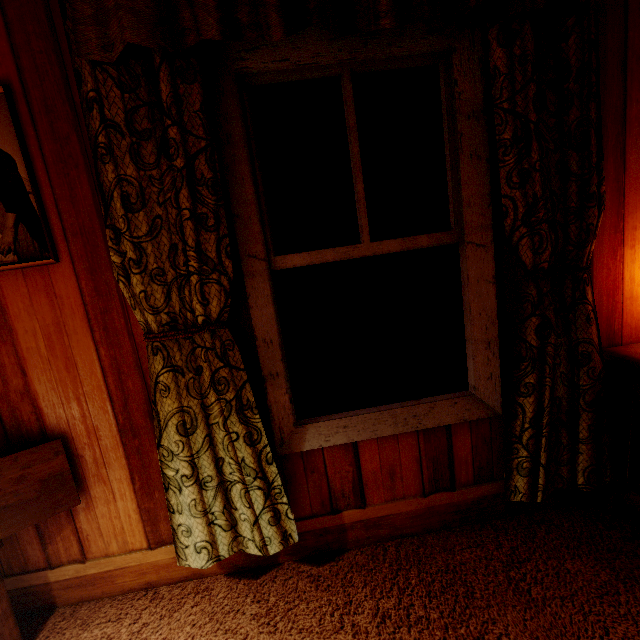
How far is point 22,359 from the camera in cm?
133

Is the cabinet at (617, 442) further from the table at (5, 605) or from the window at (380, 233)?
the table at (5, 605)

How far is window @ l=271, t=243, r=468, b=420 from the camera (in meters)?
1.42

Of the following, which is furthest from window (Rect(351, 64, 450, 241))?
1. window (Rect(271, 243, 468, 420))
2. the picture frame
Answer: the picture frame

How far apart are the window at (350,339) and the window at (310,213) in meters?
0.1 m

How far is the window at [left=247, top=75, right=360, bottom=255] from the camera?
1.29m

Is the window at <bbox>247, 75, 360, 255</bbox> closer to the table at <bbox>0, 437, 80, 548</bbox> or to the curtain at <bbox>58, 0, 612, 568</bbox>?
the curtain at <bbox>58, 0, 612, 568</bbox>
